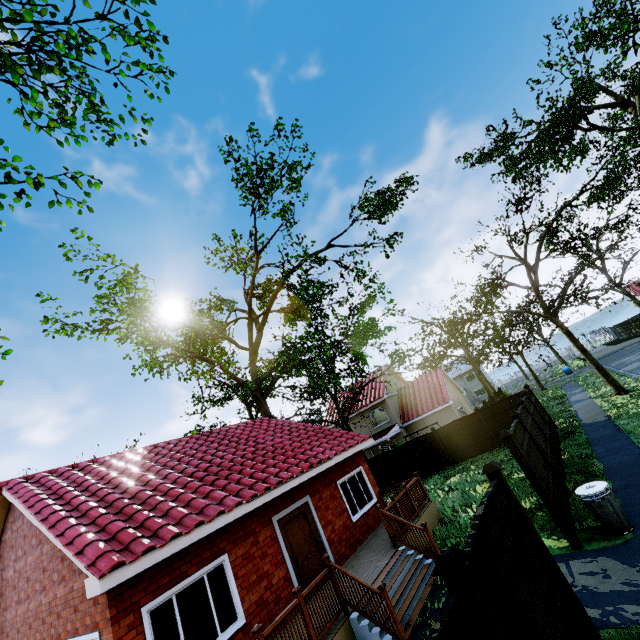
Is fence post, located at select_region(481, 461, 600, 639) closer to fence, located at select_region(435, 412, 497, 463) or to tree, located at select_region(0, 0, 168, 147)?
fence, located at select_region(435, 412, 497, 463)

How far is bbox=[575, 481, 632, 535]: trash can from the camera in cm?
677

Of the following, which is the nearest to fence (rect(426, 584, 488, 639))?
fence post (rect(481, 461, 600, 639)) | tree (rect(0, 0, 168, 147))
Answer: tree (rect(0, 0, 168, 147))

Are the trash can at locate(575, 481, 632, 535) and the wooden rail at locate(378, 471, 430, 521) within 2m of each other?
no

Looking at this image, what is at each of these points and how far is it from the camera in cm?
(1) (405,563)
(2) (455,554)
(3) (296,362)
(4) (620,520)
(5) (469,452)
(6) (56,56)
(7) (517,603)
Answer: (1) stairs, 851
(2) fence post, 311
(3) tree, 2230
(4) trash can, 677
(5) fence, 1916
(6) tree, 888
(7) fence, 363

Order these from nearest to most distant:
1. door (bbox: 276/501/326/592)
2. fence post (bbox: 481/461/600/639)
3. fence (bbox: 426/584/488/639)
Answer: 1. fence (bbox: 426/584/488/639)
2. fence post (bbox: 481/461/600/639)
3. door (bbox: 276/501/326/592)

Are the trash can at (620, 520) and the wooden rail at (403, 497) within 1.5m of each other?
no

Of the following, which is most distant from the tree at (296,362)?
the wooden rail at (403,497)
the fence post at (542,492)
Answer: the fence post at (542,492)
